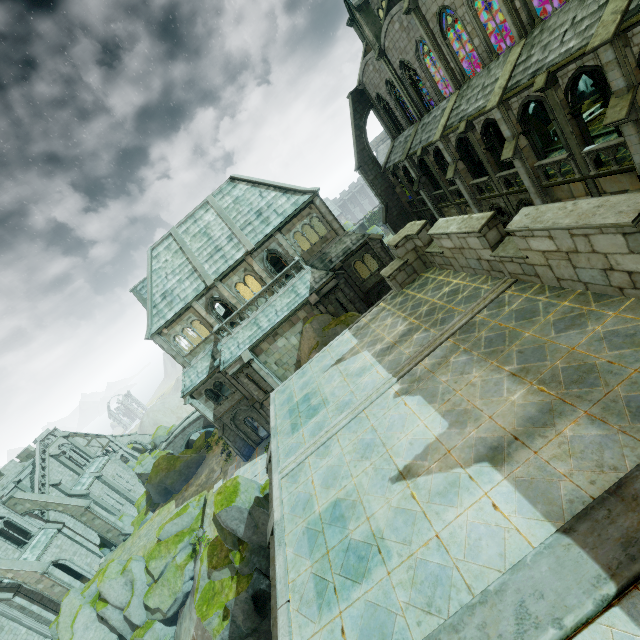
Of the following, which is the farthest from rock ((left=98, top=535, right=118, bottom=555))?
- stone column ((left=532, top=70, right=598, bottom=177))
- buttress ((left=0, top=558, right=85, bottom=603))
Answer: stone column ((left=532, top=70, right=598, bottom=177))

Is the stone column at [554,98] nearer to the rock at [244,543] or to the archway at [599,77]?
the archway at [599,77]

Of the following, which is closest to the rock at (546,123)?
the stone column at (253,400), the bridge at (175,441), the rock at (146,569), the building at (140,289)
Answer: the stone column at (253,400)

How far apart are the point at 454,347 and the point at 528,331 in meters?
1.7

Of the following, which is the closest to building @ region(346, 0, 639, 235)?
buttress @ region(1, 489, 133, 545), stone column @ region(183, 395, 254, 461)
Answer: stone column @ region(183, 395, 254, 461)

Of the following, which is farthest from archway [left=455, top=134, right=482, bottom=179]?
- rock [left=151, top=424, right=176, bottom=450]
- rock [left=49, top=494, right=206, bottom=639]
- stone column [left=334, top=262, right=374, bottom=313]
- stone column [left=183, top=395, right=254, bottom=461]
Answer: rock [left=151, top=424, right=176, bottom=450]

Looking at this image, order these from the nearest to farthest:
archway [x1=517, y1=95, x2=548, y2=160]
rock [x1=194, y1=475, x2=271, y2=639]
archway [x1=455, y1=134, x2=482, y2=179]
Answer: archway [x1=517, y1=95, x2=548, y2=160], rock [x1=194, y1=475, x2=271, y2=639], archway [x1=455, y1=134, x2=482, y2=179]

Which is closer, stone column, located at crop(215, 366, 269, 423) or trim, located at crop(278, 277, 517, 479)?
trim, located at crop(278, 277, 517, 479)
